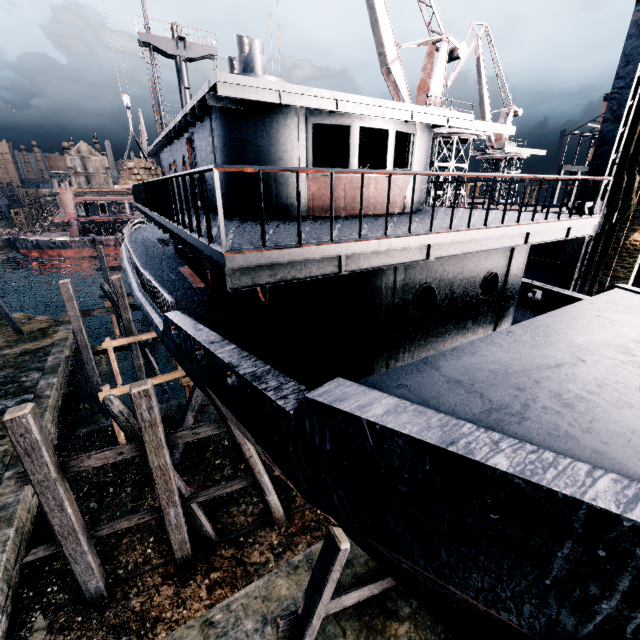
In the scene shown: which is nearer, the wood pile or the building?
the building

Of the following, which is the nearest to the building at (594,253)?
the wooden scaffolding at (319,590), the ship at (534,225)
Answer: the ship at (534,225)

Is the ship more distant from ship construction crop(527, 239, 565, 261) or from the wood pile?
ship construction crop(527, 239, 565, 261)

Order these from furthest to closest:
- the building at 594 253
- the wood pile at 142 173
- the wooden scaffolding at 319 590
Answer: the wood pile at 142 173, the building at 594 253, the wooden scaffolding at 319 590

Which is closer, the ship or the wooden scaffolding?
the ship

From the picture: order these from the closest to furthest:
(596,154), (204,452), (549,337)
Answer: (549,337)
(596,154)
(204,452)

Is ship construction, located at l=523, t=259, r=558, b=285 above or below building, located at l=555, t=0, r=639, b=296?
below

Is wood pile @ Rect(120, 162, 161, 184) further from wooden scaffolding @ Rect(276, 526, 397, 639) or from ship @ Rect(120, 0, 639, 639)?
wooden scaffolding @ Rect(276, 526, 397, 639)
